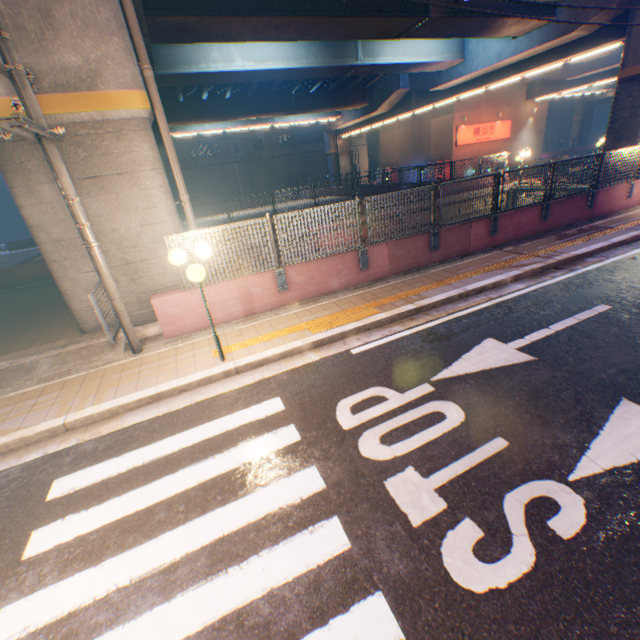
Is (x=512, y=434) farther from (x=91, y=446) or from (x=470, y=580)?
(x=91, y=446)

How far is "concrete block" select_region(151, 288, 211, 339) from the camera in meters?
7.1 m

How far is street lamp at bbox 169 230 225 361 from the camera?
5.0m

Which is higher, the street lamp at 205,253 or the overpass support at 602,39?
the overpass support at 602,39

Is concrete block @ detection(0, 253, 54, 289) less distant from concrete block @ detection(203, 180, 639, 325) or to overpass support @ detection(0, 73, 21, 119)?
overpass support @ detection(0, 73, 21, 119)

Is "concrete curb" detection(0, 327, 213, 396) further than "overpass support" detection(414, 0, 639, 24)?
No

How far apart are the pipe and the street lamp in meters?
3.2

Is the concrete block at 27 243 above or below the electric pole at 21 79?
below
